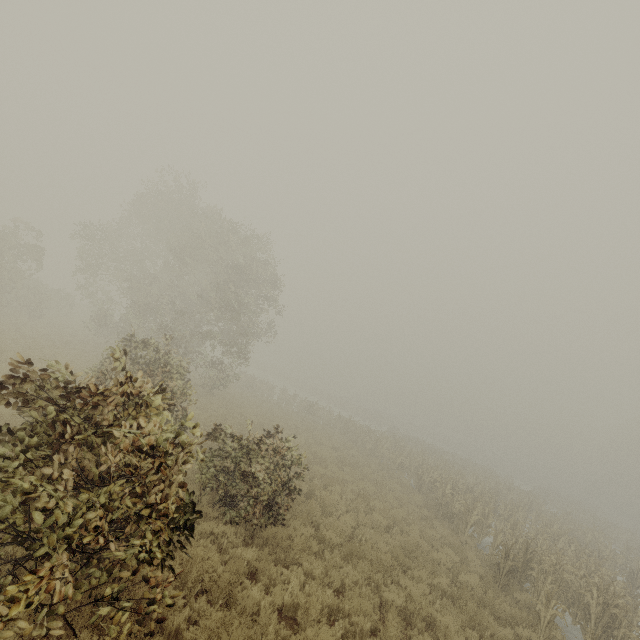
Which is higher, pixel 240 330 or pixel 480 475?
pixel 240 330
